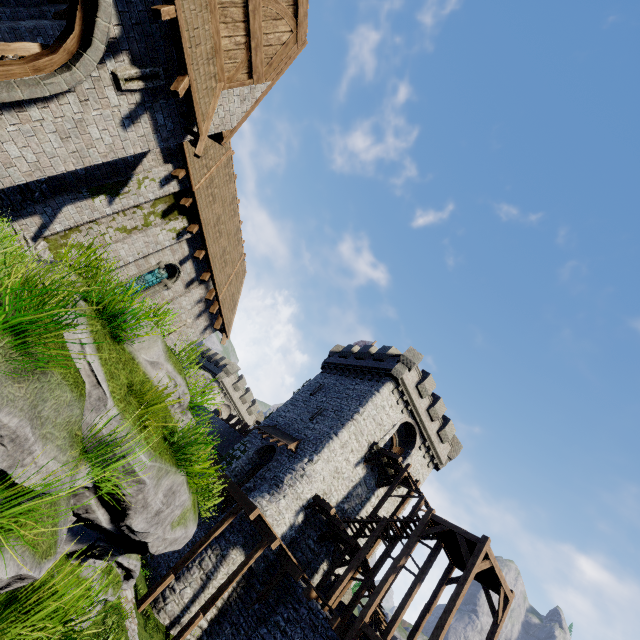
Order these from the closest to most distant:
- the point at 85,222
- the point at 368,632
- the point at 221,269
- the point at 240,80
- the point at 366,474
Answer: the point at 240,80 < the point at 85,222 < the point at 368,632 < the point at 221,269 < the point at 366,474

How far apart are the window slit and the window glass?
7.74m

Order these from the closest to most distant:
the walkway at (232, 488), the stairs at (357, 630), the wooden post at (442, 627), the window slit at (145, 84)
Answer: the window slit at (145, 84) → the wooden post at (442, 627) → the stairs at (357, 630) → the walkway at (232, 488)

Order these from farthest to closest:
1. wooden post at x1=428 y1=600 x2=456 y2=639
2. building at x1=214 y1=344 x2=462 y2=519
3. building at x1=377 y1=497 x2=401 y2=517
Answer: building at x1=377 y1=497 x2=401 y2=517 → building at x1=214 y1=344 x2=462 y2=519 → wooden post at x1=428 y1=600 x2=456 y2=639

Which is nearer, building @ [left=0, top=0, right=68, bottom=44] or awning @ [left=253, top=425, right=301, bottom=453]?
building @ [left=0, top=0, right=68, bottom=44]

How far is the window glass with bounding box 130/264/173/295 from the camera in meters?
13.6

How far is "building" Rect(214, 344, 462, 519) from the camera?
22.9m

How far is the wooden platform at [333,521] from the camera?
19.5 meters
